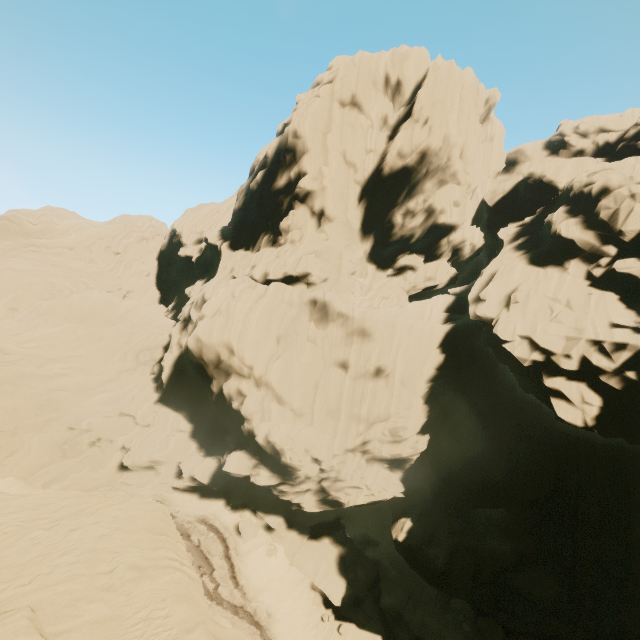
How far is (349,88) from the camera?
25.2 meters
